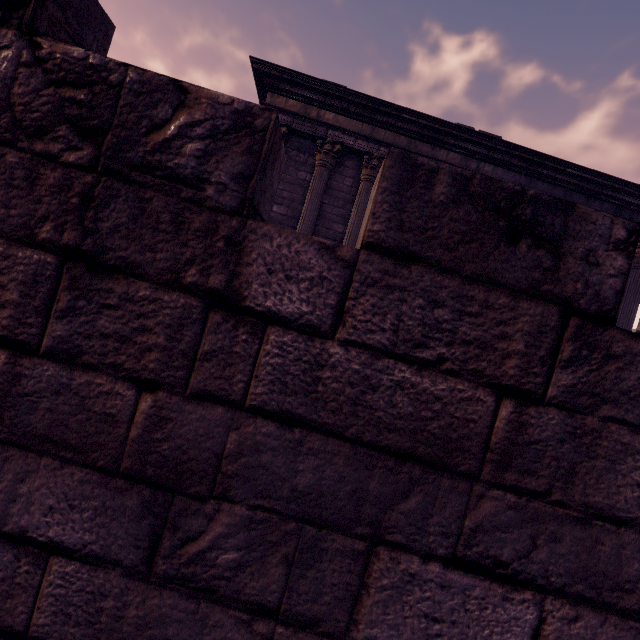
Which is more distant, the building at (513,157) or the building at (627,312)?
the building at (627,312)

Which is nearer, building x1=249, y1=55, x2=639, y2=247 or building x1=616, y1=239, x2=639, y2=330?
building x1=249, y1=55, x2=639, y2=247

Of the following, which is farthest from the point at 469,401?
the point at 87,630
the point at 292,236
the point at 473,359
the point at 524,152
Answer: the point at 524,152
